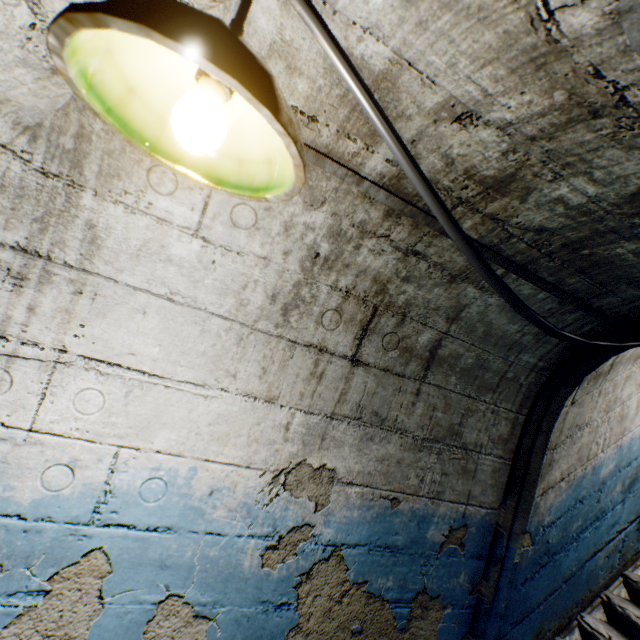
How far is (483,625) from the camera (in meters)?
2.14

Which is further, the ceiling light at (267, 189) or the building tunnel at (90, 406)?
the building tunnel at (90, 406)

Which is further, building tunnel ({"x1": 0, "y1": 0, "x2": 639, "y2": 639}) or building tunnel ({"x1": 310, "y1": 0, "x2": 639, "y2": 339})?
building tunnel ({"x1": 0, "y1": 0, "x2": 639, "y2": 639})

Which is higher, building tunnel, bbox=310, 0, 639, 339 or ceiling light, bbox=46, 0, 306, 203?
building tunnel, bbox=310, 0, 639, 339

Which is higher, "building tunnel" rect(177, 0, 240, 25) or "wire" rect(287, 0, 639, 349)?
"building tunnel" rect(177, 0, 240, 25)

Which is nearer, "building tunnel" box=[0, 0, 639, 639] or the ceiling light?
the ceiling light

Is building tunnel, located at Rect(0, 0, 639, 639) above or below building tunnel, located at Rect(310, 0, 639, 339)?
below

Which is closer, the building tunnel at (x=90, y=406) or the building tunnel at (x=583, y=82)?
the building tunnel at (x=583, y=82)
